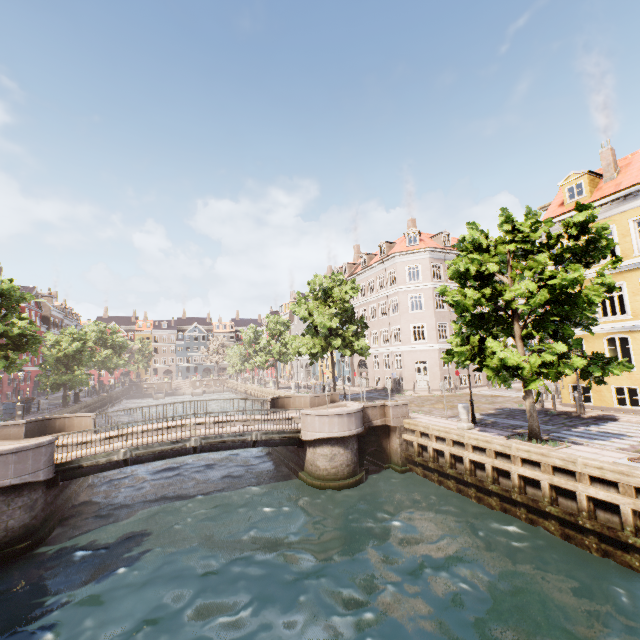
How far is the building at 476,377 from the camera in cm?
3192

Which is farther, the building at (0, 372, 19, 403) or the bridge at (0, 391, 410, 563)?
the building at (0, 372, 19, 403)

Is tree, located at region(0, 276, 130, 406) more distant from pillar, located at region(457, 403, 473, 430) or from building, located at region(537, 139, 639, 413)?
building, located at region(537, 139, 639, 413)

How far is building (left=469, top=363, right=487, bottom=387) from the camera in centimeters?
3192cm

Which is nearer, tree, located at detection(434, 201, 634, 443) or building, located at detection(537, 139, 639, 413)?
tree, located at detection(434, 201, 634, 443)

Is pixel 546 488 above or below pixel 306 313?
below

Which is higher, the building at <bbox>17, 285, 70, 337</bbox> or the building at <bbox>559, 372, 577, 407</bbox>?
the building at <bbox>17, 285, 70, 337</bbox>

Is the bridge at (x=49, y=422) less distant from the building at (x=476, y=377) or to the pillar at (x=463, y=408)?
the pillar at (x=463, y=408)
